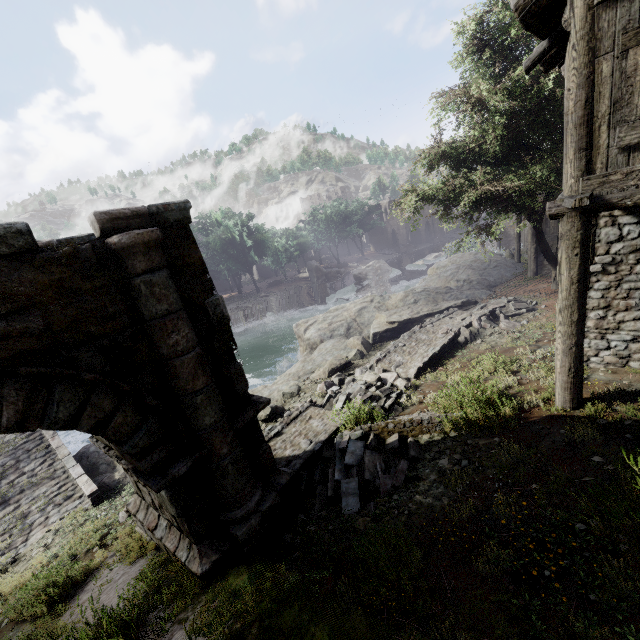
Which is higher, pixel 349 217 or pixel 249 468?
pixel 349 217

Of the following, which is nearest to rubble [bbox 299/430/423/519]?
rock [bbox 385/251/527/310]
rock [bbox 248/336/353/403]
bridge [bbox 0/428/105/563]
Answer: rock [bbox 248/336/353/403]

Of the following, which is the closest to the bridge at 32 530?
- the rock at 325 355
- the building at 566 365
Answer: the rock at 325 355

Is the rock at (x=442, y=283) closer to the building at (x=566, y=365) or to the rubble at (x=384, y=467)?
the building at (x=566, y=365)

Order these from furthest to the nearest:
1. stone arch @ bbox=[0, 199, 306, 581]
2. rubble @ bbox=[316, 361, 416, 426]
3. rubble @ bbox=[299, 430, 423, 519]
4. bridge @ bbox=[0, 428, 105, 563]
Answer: bridge @ bbox=[0, 428, 105, 563] < rubble @ bbox=[316, 361, 416, 426] < rubble @ bbox=[299, 430, 423, 519] < stone arch @ bbox=[0, 199, 306, 581]

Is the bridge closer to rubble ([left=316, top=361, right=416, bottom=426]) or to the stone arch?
the stone arch

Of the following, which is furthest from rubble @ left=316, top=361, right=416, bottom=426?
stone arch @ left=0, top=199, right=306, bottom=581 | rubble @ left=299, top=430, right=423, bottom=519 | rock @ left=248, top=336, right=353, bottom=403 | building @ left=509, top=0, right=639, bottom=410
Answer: building @ left=509, top=0, right=639, bottom=410

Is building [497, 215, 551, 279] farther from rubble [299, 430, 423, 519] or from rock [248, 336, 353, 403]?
rock [248, 336, 353, 403]
